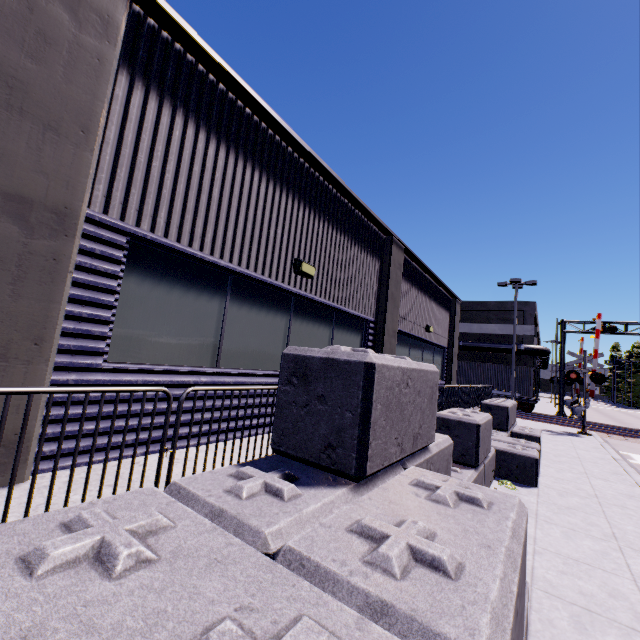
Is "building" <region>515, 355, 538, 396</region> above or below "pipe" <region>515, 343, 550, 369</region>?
below

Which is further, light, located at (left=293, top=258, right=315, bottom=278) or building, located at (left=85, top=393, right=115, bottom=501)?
light, located at (left=293, top=258, right=315, bottom=278)

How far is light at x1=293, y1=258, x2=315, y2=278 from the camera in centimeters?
580cm

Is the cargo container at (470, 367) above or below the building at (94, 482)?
above

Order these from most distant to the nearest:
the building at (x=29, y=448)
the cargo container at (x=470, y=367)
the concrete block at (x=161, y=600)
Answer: the cargo container at (x=470, y=367), the building at (x=29, y=448), the concrete block at (x=161, y=600)

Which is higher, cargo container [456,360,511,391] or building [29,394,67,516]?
cargo container [456,360,511,391]

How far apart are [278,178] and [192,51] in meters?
2.0

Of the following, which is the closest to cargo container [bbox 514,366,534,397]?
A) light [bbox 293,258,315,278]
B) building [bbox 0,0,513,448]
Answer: building [bbox 0,0,513,448]
